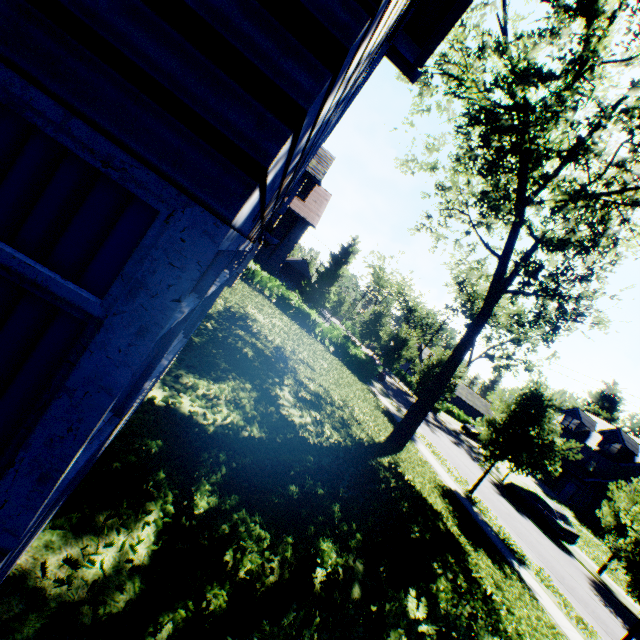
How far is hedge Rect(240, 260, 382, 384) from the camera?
24.9 meters

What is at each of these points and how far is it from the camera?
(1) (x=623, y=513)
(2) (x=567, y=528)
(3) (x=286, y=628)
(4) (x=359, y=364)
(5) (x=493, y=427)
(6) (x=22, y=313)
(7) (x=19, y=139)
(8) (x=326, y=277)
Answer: (1) tree, 19.1m
(2) car, 20.0m
(3) hedge, 2.5m
(4) hedge, 27.5m
(5) tree, 16.6m
(6) curtain, 1.4m
(7) curtain, 1.3m
(8) tree, 50.9m

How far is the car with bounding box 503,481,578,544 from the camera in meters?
20.1

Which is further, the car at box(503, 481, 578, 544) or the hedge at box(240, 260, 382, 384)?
the hedge at box(240, 260, 382, 384)

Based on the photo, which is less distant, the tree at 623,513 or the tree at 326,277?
the tree at 623,513

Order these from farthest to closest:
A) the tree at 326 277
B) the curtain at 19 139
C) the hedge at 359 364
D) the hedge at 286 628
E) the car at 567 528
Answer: the tree at 326 277 < the hedge at 359 364 < the car at 567 528 < the hedge at 286 628 < the curtain at 19 139

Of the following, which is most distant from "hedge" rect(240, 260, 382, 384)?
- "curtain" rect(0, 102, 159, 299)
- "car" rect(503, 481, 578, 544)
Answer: "curtain" rect(0, 102, 159, 299)

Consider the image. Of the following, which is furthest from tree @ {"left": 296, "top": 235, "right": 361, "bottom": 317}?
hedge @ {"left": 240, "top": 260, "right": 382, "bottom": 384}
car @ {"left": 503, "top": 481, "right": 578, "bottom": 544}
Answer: car @ {"left": 503, "top": 481, "right": 578, "bottom": 544}
